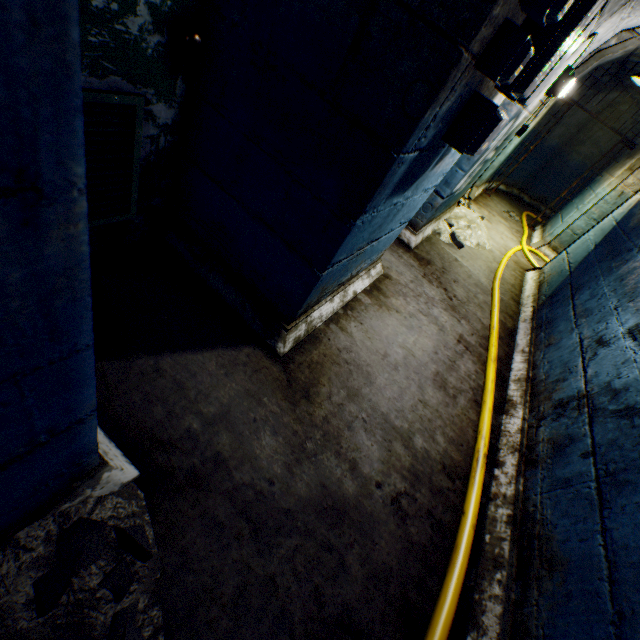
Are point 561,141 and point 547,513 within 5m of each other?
no

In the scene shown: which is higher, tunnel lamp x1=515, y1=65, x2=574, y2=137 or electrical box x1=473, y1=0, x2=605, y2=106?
tunnel lamp x1=515, y1=65, x2=574, y2=137

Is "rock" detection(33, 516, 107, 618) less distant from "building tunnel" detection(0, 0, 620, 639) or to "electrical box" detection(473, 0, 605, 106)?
"building tunnel" detection(0, 0, 620, 639)

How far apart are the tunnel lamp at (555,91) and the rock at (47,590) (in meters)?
5.02

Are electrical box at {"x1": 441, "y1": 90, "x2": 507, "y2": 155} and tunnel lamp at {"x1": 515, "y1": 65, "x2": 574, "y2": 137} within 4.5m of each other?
yes

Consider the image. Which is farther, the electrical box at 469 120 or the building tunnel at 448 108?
the electrical box at 469 120

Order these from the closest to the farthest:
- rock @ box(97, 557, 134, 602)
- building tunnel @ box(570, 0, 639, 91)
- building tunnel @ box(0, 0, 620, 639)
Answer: building tunnel @ box(0, 0, 620, 639)
rock @ box(97, 557, 134, 602)
building tunnel @ box(570, 0, 639, 91)

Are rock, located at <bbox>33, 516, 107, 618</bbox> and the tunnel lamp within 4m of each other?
no
